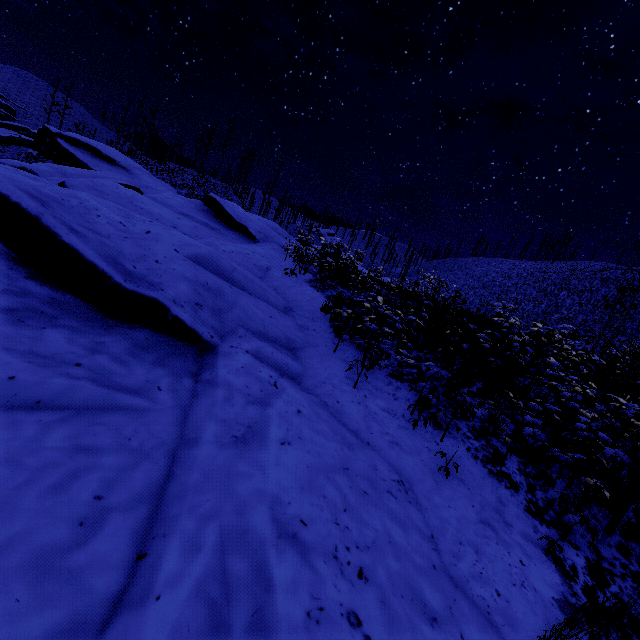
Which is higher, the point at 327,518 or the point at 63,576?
the point at 327,518
